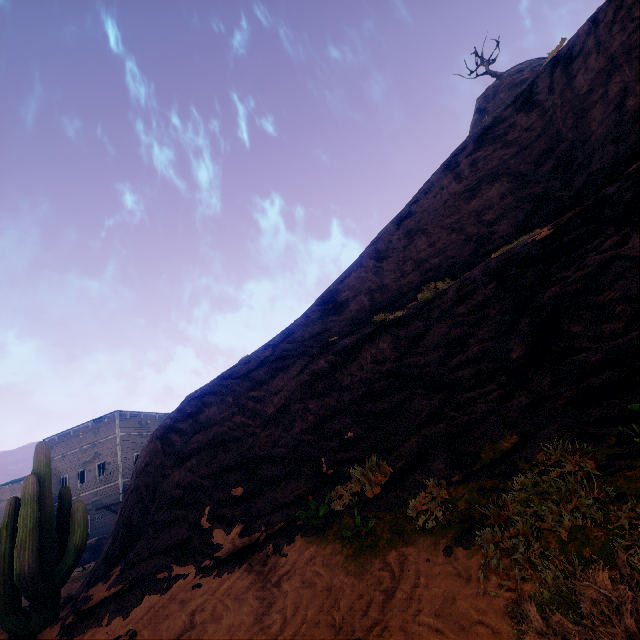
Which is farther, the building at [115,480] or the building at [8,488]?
the building at [8,488]

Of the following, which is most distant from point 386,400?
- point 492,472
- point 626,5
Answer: point 626,5

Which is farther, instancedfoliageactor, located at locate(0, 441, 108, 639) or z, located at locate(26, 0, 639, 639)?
instancedfoliageactor, located at locate(0, 441, 108, 639)

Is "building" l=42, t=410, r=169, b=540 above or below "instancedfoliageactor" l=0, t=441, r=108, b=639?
above

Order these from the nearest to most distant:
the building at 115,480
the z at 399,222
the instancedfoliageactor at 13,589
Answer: the z at 399,222, the instancedfoliageactor at 13,589, the building at 115,480

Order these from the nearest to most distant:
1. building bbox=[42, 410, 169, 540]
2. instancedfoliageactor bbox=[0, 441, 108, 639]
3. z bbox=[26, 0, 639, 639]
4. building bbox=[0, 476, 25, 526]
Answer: z bbox=[26, 0, 639, 639] < instancedfoliageactor bbox=[0, 441, 108, 639] < building bbox=[42, 410, 169, 540] < building bbox=[0, 476, 25, 526]

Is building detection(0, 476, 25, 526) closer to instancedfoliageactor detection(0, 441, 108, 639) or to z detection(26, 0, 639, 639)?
z detection(26, 0, 639, 639)
